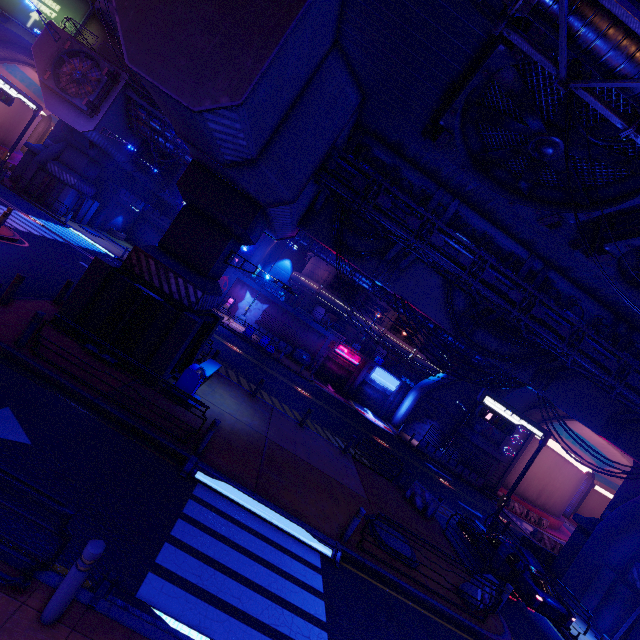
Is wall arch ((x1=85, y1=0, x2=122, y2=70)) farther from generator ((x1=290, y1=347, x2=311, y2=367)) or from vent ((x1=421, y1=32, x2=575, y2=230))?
vent ((x1=421, y1=32, x2=575, y2=230))

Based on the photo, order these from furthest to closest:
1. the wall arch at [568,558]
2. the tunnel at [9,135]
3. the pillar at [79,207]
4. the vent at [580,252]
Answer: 1. the tunnel at [9,135]
2. the pillar at [79,207]
3. the wall arch at [568,558]
4. the vent at [580,252]

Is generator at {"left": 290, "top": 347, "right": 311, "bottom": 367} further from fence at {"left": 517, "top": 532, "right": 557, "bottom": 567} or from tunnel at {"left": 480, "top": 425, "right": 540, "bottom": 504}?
fence at {"left": 517, "top": 532, "right": 557, "bottom": 567}

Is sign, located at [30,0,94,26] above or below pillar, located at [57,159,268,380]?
above

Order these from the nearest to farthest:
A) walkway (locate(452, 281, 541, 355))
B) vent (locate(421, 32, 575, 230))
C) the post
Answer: the post → vent (locate(421, 32, 575, 230)) → walkway (locate(452, 281, 541, 355))

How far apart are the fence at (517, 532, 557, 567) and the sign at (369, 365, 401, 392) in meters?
17.3

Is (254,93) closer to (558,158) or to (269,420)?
(558,158)

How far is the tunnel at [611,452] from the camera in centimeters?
3109cm
